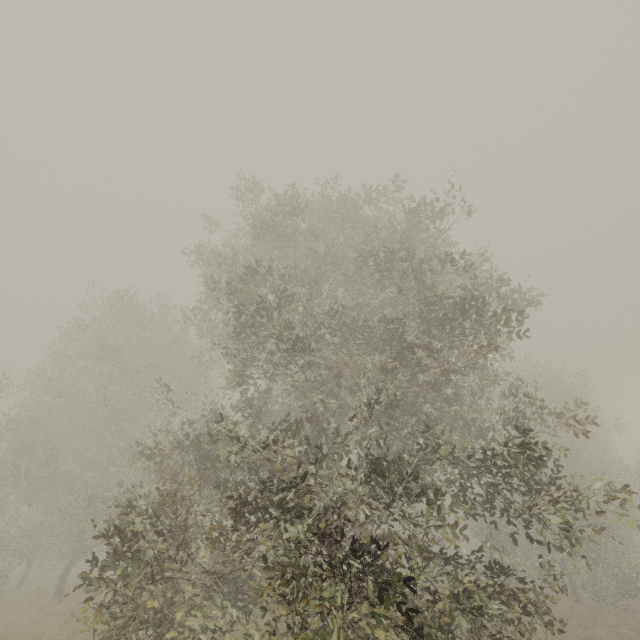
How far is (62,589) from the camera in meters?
17.4
